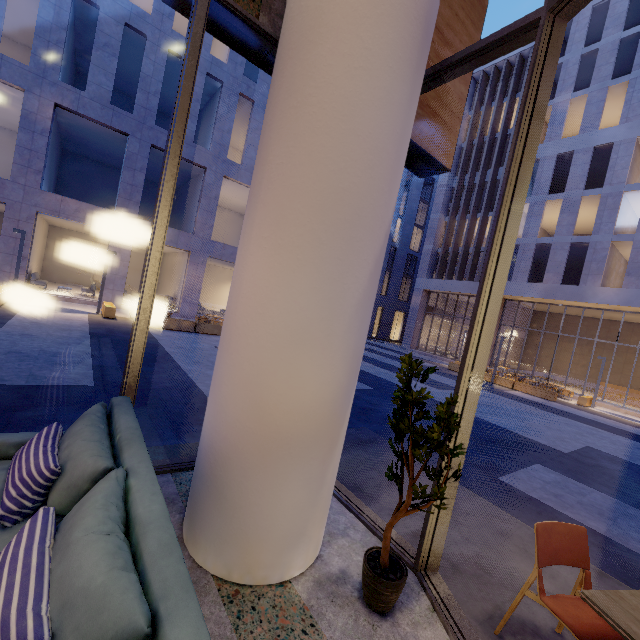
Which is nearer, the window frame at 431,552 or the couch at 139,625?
the couch at 139,625

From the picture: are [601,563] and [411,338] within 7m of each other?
no

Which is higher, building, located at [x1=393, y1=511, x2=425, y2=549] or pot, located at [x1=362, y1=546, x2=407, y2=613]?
pot, located at [x1=362, y1=546, x2=407, y2=613]

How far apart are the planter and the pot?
13.57m

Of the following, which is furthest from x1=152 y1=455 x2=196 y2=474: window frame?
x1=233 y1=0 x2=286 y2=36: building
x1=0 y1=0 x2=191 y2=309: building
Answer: x1=0 y1=0 x2=191 y2=309: building

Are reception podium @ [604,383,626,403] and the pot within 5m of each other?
no

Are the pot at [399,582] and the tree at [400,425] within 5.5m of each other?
yes

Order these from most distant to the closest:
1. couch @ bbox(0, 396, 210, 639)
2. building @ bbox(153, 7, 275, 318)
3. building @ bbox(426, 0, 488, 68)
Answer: building @ bbox(153, 7, 275, 318)
building @ bbox(426, 0, 488, 68)
couch @ bbox(0, 396, 210, 639)
